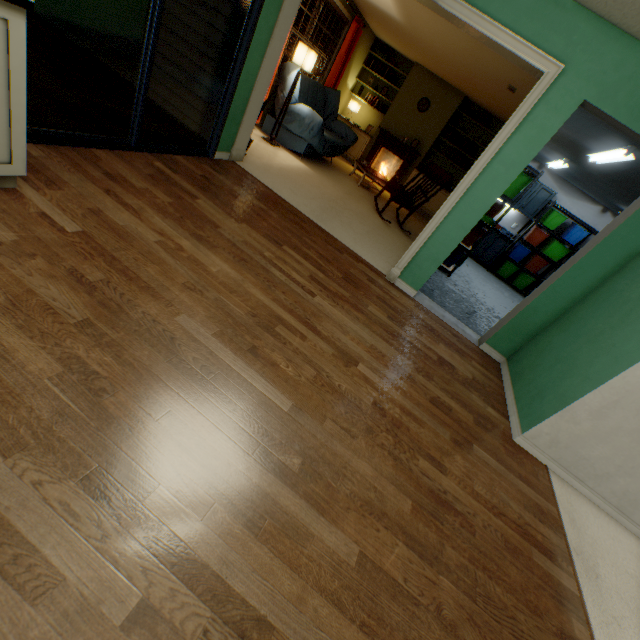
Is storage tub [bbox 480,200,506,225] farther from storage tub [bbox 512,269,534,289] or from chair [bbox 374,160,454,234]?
storage tub [bbox 512,269,534,289]

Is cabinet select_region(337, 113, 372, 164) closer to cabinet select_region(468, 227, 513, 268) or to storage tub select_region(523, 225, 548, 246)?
cabinet select_region(468, 227, 513, 268)

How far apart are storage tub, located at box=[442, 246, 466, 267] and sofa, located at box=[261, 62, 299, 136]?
2.82m

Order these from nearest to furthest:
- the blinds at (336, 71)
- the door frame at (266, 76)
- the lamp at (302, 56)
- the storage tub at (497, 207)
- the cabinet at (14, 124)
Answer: the cabinet at (14, 124), the door frame at (266, 76), the lamp at (302, 56), the storage tub at (497, 207), the blinds at (336, 71)

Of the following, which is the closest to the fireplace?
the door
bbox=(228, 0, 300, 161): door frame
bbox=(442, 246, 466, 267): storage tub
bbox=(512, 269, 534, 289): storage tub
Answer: bbox=(442, 246, 466, 267): storage tub

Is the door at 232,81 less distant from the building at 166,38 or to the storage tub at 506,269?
the building at 166,38

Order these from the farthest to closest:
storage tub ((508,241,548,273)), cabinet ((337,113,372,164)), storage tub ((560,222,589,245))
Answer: cabinet ((337,113,372,164))
storage tub ((508,241,548,273))
storage tub ((560,222,589,245))

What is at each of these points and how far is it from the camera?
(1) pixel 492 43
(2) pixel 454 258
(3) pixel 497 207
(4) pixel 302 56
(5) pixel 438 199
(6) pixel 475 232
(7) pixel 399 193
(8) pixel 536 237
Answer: (1) door frame, 2.6m
(2) storage tub, 5.7m
(3) storage tub, 5.4m
(4) lamp, 4.7m
(5) cabinet, 8.0m
(6) storage tub, 5.4m
(7) chair, 5.3m
(8) storage tub, 7.5m
